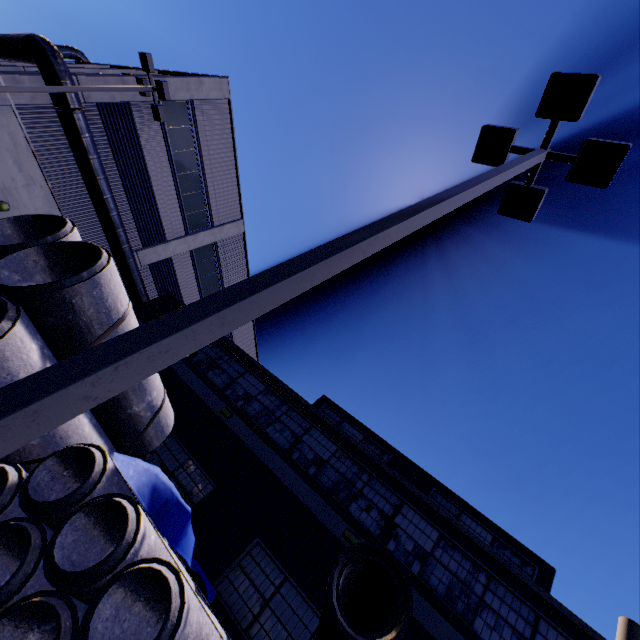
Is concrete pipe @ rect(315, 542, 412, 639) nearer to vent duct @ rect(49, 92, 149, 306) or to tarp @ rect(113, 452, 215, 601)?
tarp @ rect(113, 452, 215, 601)

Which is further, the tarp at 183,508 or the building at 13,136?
the building at 13,136

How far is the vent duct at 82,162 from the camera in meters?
12.8 m

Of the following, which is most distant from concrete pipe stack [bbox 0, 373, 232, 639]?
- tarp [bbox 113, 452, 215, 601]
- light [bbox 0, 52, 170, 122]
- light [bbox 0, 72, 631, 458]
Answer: light [bbox 0, 52, 170, 122]

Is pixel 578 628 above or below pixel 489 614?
above

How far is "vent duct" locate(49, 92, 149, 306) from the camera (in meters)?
12.77

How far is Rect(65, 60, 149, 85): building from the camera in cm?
1359

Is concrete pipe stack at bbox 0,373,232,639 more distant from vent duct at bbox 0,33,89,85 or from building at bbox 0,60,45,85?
vent duct at bbox 0,33,89,85
